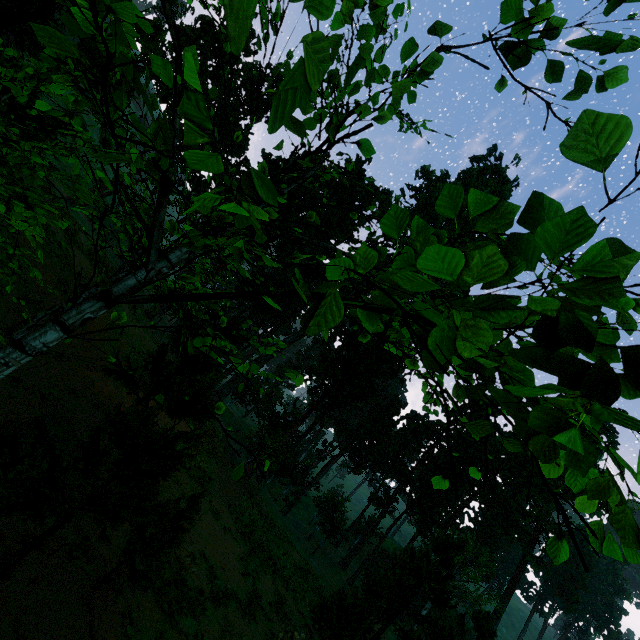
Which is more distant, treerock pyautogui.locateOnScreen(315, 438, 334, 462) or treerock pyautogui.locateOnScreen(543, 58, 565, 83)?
treerock pyautogui.locateOnScreen(315, 438, 334, 462)

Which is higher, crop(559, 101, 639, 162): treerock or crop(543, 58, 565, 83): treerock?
crop(543, 58, 565, 83): treerock

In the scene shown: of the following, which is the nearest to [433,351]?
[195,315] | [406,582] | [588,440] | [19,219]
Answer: [19,219]

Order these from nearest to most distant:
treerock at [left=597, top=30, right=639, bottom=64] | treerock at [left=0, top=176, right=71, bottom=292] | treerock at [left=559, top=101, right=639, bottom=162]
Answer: treerock at [left=559, top=101, right=639, bottom=162], treerock at [left=597, top=30, right=639, bottom=64], treerock at [left=0, top=176, right=71, bottom=292]

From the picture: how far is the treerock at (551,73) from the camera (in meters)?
3.09

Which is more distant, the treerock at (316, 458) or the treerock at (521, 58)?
the treerock at (316, 458)
